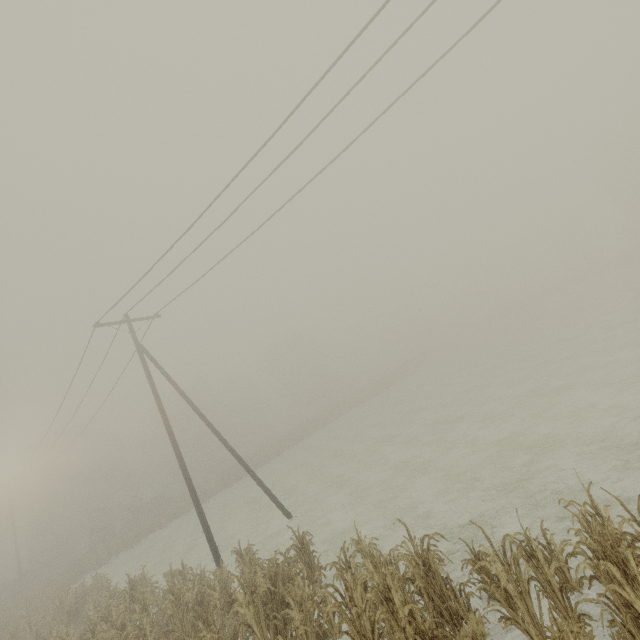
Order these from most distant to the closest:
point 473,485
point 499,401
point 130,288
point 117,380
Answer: point 117,380, point 499,401, point 130,288, point 473,485
